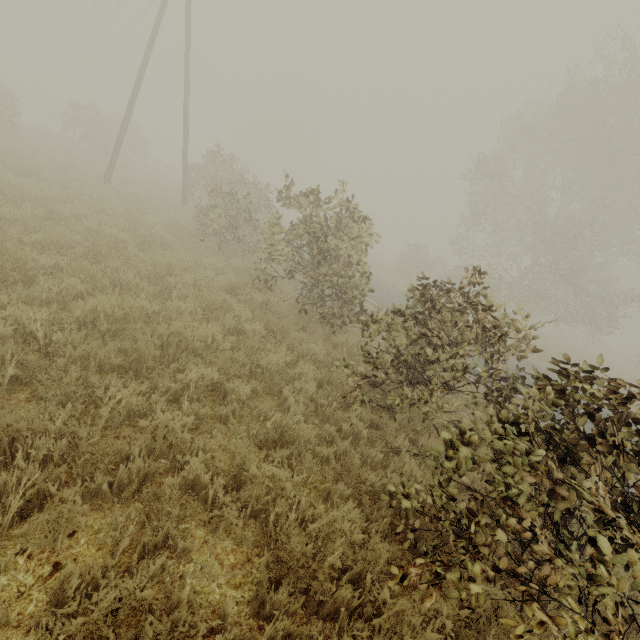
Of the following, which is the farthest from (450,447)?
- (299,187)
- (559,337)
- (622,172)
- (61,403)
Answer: (299,187)
